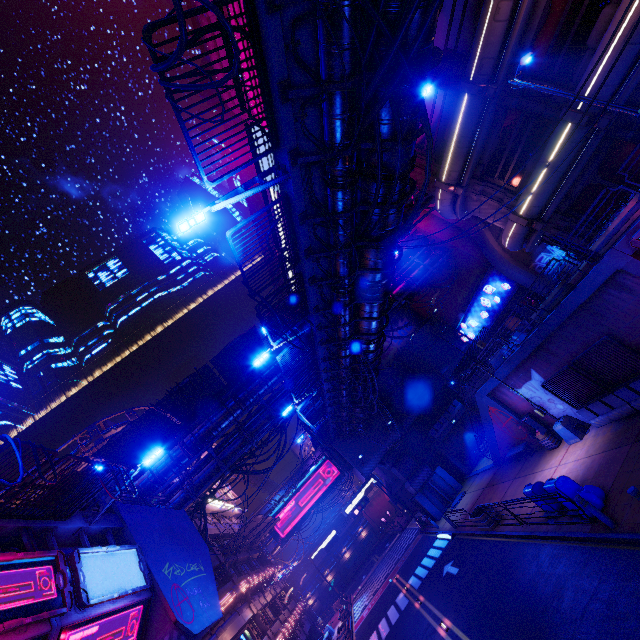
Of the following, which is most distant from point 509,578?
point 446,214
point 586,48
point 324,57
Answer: point 586,48

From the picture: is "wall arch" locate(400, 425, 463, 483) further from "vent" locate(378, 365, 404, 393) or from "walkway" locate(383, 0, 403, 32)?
"vent" locate(378, 365, 404, 393)

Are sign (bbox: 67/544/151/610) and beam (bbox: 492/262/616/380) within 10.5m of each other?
no

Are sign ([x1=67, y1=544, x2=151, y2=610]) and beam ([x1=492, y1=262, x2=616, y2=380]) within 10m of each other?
no

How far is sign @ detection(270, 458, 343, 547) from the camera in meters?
47.0

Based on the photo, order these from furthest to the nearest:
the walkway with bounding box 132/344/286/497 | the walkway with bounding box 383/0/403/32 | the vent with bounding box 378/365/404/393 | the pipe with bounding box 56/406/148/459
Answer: the vent with bounding box 378/365/404/393, the pipe with bounding box 56/406/148/459, the walkway with bounding box 132/344/286/497, the walkway with bounding box 383/0/403/32

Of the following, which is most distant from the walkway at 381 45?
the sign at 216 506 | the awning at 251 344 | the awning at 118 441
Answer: the sign at 216 506

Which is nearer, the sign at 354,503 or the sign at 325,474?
the sign at 354,503
